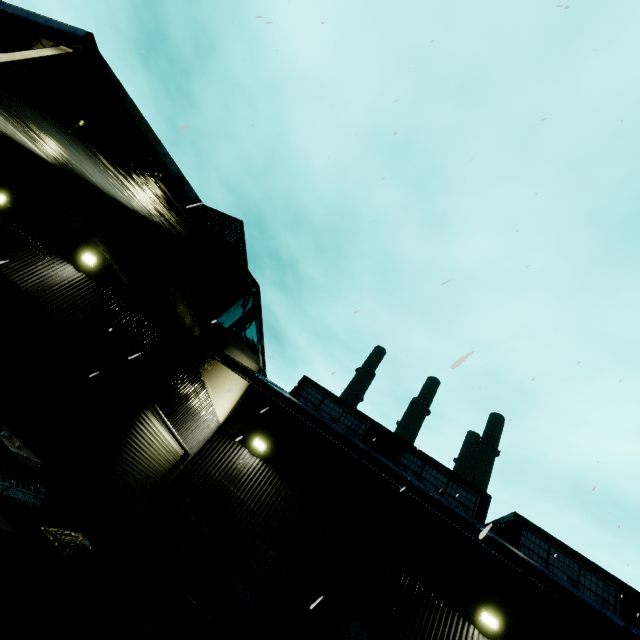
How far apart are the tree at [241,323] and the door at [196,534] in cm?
565

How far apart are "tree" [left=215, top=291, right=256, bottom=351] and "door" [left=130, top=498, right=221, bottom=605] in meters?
5.7

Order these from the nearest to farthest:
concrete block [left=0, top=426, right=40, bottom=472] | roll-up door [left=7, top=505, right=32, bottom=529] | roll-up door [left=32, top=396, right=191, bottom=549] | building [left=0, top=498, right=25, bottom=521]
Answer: concrete block [left=0, top=426, right=40, bottom=472]
building [left=0, top=498, right=25, bottom=521]
roll-up door [left=7, top=505, right=32, bottom=529]
roll-up door [left=32, top=396, right=191, bottom=549]

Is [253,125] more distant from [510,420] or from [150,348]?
[510,420]

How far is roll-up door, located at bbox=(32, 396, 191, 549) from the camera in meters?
7.7

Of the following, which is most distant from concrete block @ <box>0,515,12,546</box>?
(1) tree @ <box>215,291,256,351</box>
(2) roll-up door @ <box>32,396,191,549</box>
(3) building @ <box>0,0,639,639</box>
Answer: (1) tree @ <box>215,291,256,351</box>

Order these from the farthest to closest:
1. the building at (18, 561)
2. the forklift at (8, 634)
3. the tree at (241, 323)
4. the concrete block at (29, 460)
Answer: the tree at (241, 323) < the building at (18, 561) < the concrete block at (29, 460) < the forklift at (8, 634)

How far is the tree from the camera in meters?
9.6 m
